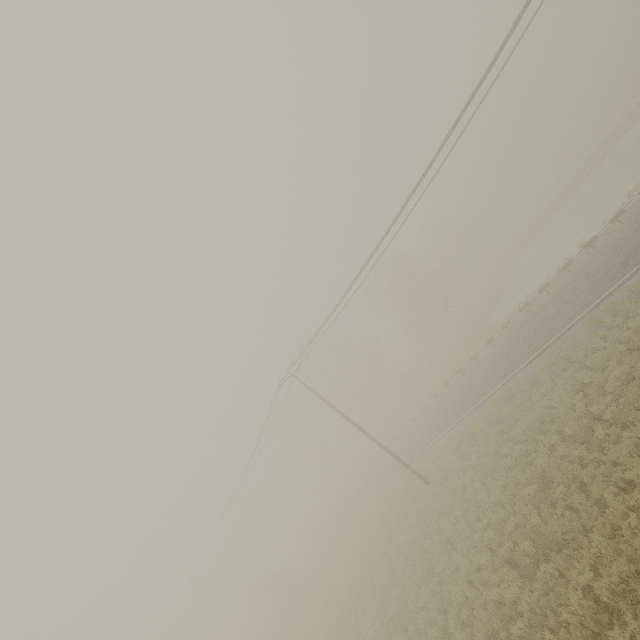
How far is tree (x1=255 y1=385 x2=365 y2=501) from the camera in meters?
51.6

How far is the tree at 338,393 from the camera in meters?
45.9

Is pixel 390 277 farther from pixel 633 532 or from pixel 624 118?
pixel 633 532

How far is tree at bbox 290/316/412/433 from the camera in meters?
45.9

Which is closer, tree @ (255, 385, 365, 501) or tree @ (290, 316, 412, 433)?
tree @ (290, 316, 412, 433)

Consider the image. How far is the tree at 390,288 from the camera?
44.8 meters

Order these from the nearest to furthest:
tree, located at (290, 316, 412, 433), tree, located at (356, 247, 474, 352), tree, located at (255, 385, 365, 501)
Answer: tree, located at (356, 247, 474, 352)
tree, located at (290, 316, 412, 433)
tree, located at (255, 385, 365, 501)
